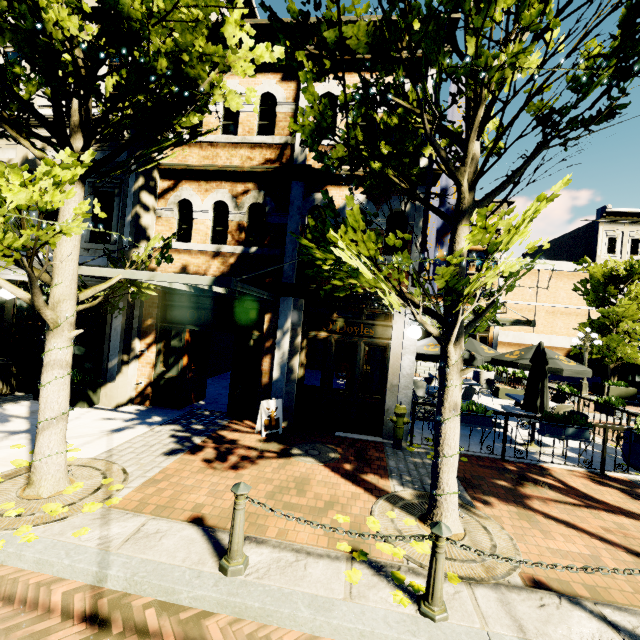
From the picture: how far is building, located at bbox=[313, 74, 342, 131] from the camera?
7.9 meters

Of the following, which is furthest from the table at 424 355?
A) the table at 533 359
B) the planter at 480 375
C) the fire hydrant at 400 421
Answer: the planter at 480 375

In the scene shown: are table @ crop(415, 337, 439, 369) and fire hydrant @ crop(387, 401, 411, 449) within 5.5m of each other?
yes

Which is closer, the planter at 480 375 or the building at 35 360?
the building at 35 360

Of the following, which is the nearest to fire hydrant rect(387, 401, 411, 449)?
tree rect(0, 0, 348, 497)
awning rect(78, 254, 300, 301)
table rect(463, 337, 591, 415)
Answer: tree rect(0, 0, 348, 497)

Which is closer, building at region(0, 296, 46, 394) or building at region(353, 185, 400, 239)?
building at region(353, 185, 400, 239)

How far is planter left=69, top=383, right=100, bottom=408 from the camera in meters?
7.7

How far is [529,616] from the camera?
3.1m
